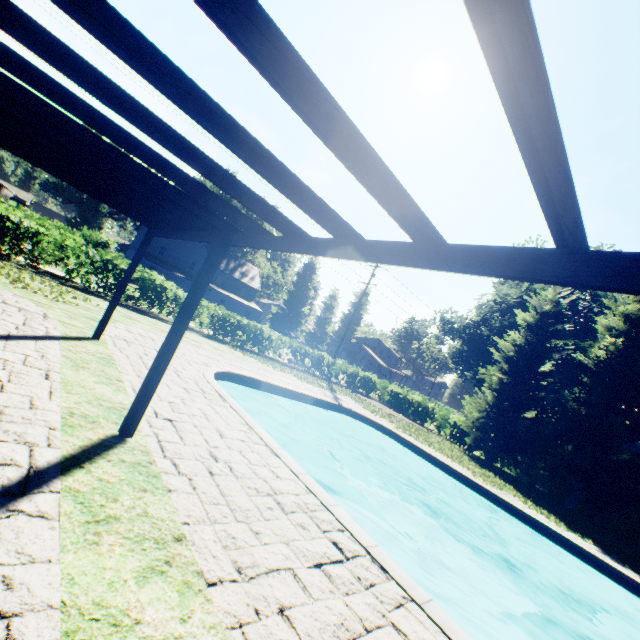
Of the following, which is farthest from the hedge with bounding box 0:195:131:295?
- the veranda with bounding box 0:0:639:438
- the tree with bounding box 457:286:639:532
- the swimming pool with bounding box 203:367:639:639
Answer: the veranda with bounding box 0:0:639:438

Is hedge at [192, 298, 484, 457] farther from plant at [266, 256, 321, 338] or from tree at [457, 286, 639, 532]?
plant at [266, 256, 321, 338]

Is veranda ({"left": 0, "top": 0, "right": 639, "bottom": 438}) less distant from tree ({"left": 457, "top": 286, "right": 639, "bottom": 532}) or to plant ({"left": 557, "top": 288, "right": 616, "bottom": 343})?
plant ({"left": 557, "top": 288, "right": 616, "bottom": 343})

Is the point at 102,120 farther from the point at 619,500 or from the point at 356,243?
the point at 619,500

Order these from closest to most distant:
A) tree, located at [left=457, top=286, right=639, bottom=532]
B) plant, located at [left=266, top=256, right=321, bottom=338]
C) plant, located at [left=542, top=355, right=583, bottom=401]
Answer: tree, located at [left=457, top=286, right=639, bottom=532], plant, located at [left=542, top=355, right=583, bottom=401], plant, located at [left=266, top=256, right=321, bottom=338]

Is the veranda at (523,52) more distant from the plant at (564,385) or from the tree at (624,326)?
the tree at (624,326)

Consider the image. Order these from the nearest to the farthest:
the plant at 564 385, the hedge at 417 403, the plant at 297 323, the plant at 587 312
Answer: the hedge at 417 403
the plant at 587 312
the plant at 564 385
the plant at 297 323

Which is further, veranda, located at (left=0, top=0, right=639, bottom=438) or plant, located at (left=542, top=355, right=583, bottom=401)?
plant, located at (left=542, top=355, right=583, bottom=401)
